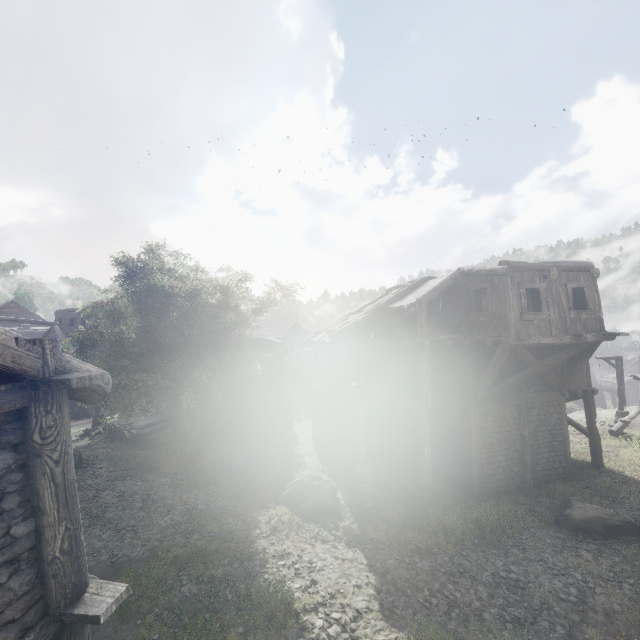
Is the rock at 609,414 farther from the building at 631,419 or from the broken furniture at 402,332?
the broken furniture at 402,332

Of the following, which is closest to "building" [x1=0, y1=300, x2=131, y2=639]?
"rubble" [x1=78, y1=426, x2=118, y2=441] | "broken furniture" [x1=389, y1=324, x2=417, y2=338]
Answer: "rubble" [x1=78, y1=426, x2=118, y2=441]

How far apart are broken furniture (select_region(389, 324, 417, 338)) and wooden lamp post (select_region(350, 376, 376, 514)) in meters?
2.9 m

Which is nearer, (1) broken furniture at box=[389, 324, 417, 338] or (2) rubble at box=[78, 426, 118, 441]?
(1) broken furniture at box=[389, 324, 417, 338]

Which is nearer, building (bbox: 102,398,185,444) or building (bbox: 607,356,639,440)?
building (bbox: 607,356,639,440)

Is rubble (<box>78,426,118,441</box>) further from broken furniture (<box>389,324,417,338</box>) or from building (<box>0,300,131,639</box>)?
broken furniture (<box>389,324,417,338</box>)

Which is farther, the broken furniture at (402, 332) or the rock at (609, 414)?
the rock at (609, 414)

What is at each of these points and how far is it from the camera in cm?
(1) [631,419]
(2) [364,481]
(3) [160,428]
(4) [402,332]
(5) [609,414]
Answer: (1) building, 1975
(2) wooden lamp post, 1263
(3) building, 2122
(4) broken furniture, 1483
(5) rock, 2534
